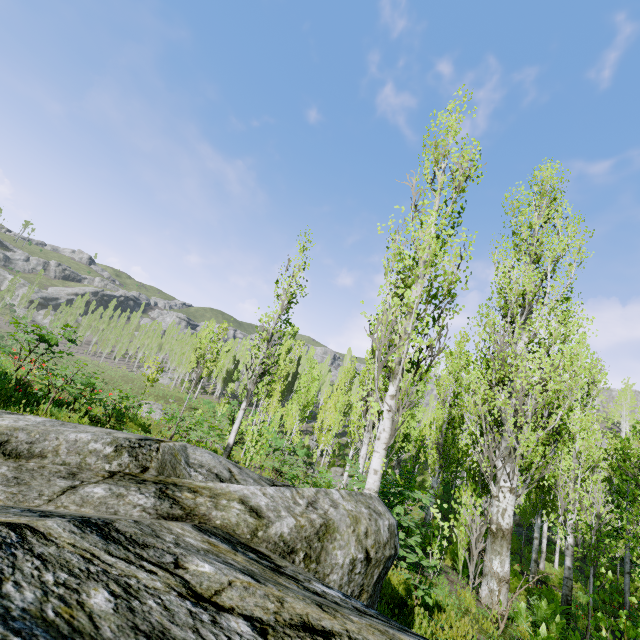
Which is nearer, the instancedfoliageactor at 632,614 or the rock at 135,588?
the rock at 135,588

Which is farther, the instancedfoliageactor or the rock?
the instancedfoliageactor

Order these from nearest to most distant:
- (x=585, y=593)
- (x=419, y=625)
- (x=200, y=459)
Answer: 1. (x=200, y=459)
2. (x=419, y=625)
3. (x=585, y=593)
